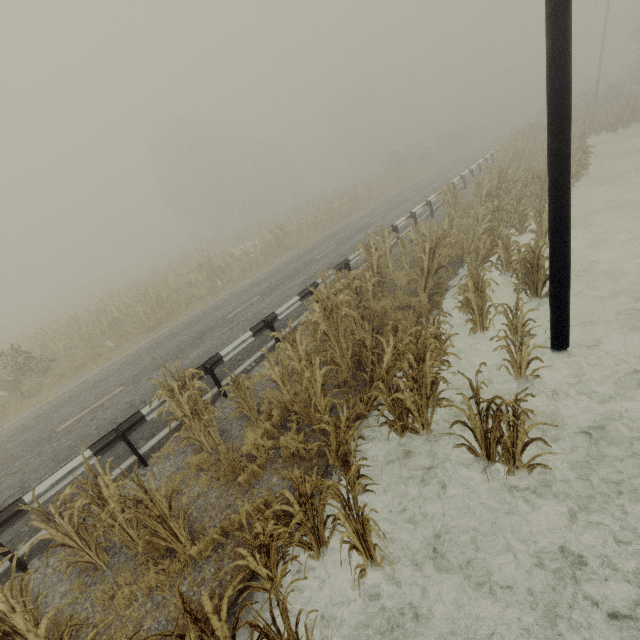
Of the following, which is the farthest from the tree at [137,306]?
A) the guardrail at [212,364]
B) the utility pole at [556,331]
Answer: the guardrail at [212,364]

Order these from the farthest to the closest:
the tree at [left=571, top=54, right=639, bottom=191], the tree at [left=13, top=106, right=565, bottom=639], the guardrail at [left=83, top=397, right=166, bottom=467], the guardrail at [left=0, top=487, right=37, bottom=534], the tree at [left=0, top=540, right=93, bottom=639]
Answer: the tree at [left=571, top=54, right=639, bottom=191] → the guardrail at [left=83, top=397, right=166, bottom=467] → the guardrail at [left=0, top=487, right=37, bottom=534] → the tree at [left=13, top=106, right=565, bottom=639] → the tree at [left=0, top=540, right=93, bottom=639]

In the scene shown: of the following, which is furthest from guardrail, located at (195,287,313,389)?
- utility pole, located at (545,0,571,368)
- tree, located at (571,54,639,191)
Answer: utility pole, located at (545,0,571,368)

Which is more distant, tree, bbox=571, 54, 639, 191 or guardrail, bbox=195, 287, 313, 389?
tree, bbox=571, 54, 639, 191

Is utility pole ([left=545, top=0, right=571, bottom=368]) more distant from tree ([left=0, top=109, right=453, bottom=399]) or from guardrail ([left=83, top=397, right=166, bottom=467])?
guardrail ([left=83, top=397, right=166, bottom=467])

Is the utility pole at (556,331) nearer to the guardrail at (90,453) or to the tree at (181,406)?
the tree at (181,406)

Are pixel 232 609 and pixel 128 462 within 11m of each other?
yes
